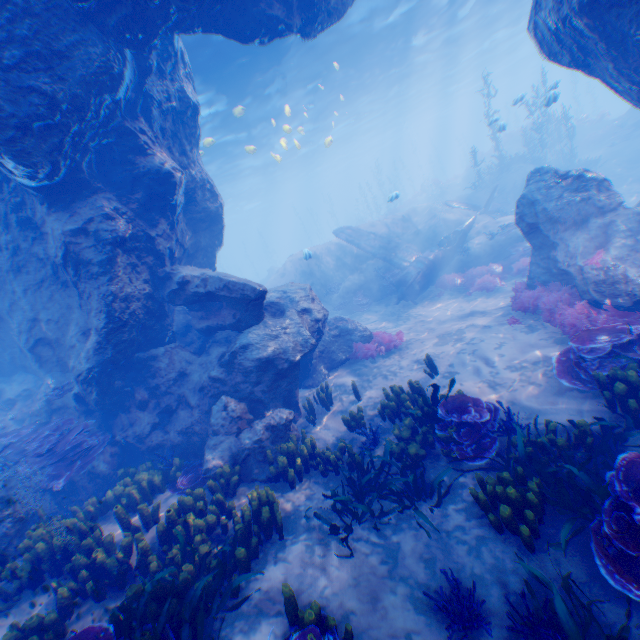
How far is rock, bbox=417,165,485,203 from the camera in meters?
33.2 m

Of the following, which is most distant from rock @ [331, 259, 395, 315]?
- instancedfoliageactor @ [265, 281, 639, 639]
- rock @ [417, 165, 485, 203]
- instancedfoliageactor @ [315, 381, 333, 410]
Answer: rock @ [417, 165, 485, 203]

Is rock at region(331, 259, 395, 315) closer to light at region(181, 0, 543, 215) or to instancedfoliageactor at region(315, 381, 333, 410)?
light at region(181, 0, 543, 215)

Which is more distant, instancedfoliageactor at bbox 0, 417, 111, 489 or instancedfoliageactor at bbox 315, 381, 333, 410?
instancedfoliageactor at bbox 315, 381, 333, 410

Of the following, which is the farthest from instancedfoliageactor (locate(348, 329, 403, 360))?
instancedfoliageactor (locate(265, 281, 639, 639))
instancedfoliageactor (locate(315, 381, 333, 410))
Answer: instancedfoliageactor (locate(265, 281, 639, 639))

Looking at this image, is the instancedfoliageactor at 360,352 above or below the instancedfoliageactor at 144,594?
below

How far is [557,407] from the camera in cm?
609

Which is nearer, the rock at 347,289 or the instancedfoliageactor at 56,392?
the instancedfoliageactor at 56,392
